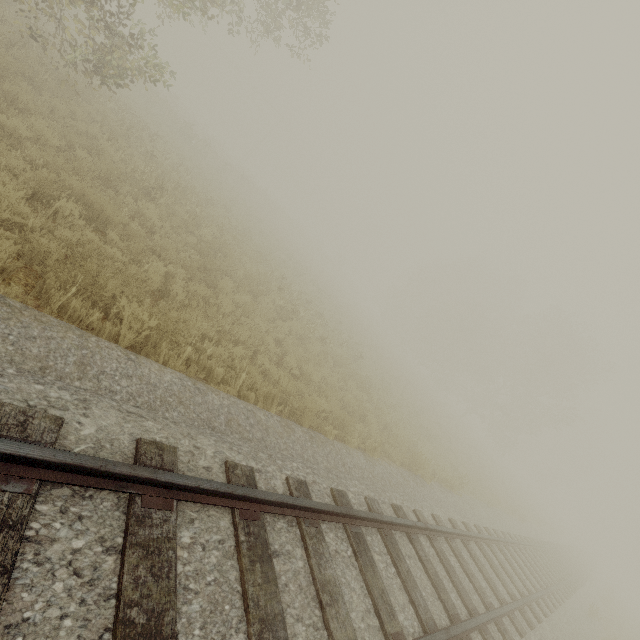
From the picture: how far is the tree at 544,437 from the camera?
33.3m

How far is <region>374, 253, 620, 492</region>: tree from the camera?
33.3 meters

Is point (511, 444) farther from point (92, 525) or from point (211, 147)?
point (92, 525)
